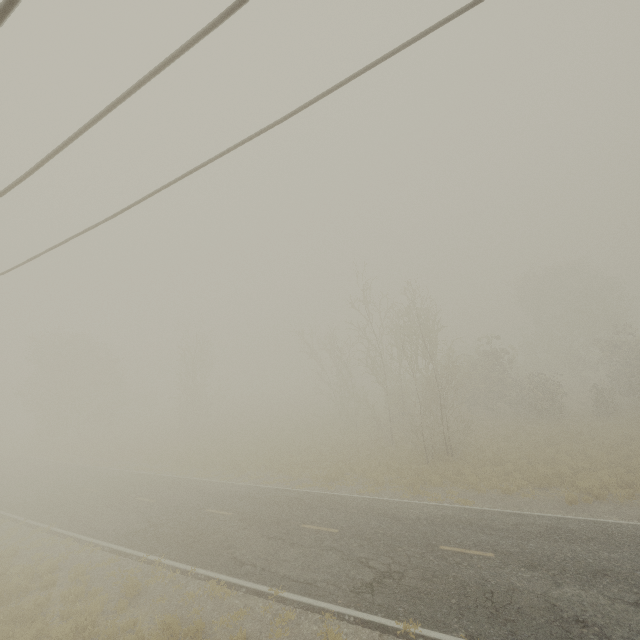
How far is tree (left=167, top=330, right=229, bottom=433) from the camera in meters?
37.6 m

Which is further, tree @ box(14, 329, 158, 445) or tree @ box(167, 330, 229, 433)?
tree @ box(14, 329, 158, 445)

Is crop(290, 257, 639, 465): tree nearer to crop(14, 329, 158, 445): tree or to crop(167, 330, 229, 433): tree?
crop(167, 330, 229, 433): tree

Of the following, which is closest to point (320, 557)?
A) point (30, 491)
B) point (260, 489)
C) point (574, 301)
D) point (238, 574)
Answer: point (238, 574)

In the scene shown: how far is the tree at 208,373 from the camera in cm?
3762

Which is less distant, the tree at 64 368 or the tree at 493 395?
the tree at 493 395

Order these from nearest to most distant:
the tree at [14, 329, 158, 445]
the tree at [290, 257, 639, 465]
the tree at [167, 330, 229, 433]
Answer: the tree at [290, 257, 639, 465] → the tree at [167, 330, 229, 433] → the tree at [14, 329, 158, 445]
